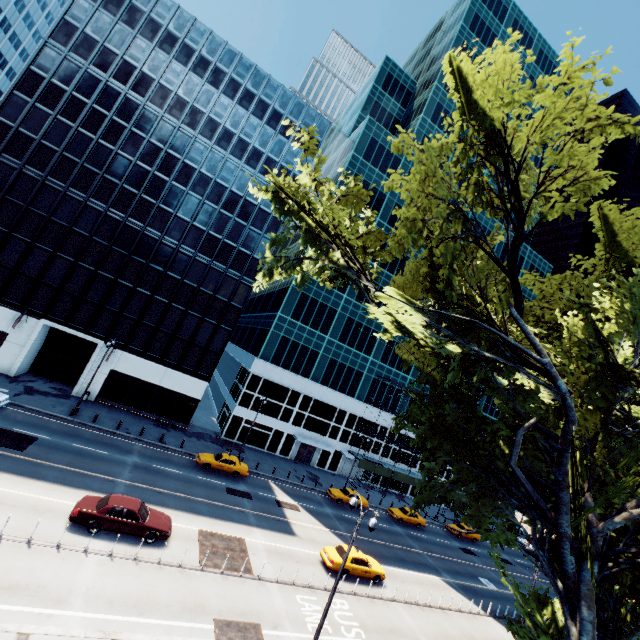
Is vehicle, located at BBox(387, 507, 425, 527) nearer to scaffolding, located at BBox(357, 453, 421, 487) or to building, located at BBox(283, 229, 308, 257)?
scaffolding, located at BBox(357, 453, 421, 487)

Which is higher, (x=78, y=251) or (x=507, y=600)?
(x=78, y=251)

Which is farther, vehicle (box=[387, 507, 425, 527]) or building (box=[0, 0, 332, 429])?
vehicle (box=[387, 507, 425, 527])

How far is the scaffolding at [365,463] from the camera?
44.44m

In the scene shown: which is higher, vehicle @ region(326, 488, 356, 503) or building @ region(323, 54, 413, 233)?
building @ region(323, 54, 413, 233)

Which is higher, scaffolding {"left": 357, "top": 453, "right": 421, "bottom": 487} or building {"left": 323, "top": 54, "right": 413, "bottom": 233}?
building {"left": 323, "top": 54, "right": 413, "bottom": 233}

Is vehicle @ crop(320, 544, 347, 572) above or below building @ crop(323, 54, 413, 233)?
below

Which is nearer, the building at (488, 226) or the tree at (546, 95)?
the tree at (546, 95)
